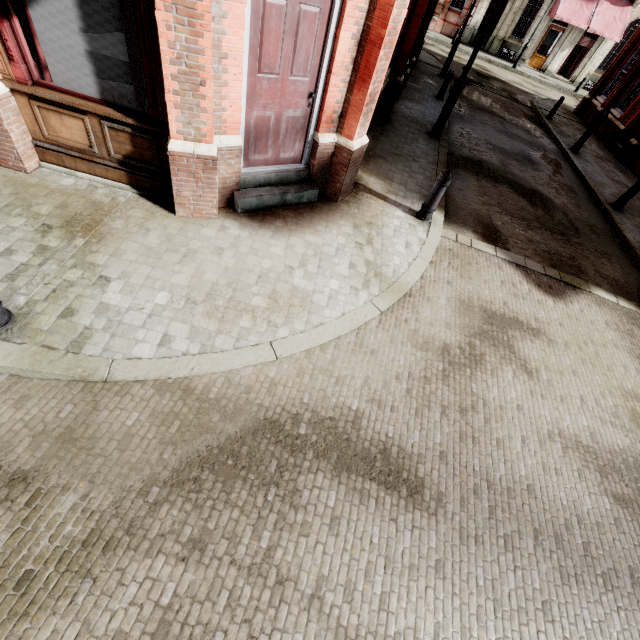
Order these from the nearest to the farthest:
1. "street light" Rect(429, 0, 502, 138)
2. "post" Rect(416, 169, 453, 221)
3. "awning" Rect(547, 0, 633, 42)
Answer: "post" Rect(416, 169, 453, 221) → "street light" Rect(429, 0, 502, 138) → "awning" Rect(547, 0, 633, 42)

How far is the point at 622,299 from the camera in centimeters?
638cm

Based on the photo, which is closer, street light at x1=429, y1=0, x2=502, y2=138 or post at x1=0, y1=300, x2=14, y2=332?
post at x1=0, y1=300, x2=14, y2=332

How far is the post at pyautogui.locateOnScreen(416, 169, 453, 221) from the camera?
5.56m

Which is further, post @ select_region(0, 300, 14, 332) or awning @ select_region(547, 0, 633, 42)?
awning @ select_region(547, 0, 633, 42)

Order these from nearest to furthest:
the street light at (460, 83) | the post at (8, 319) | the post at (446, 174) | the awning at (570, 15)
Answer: the post at (8, 319) < the post at (446, 174) < the street light at (460, 83) < the awning at (570, 15)

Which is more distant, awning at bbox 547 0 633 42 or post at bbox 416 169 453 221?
awning at bbox 547 0 633 42

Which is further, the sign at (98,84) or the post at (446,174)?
the post at (446,174)
